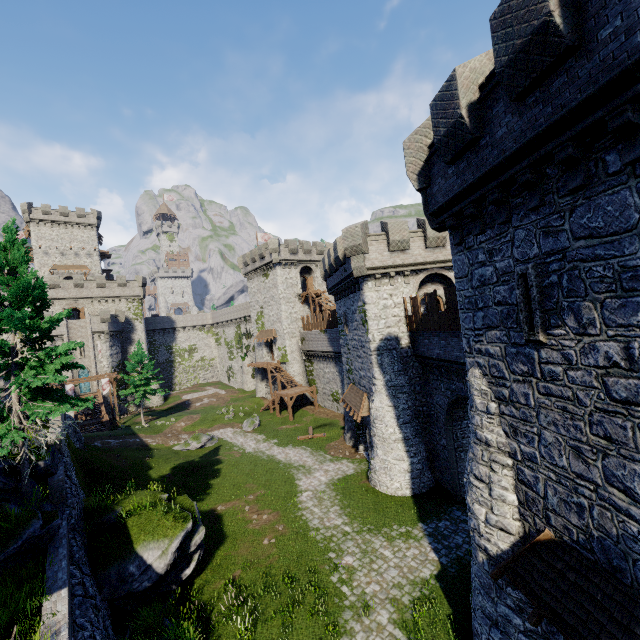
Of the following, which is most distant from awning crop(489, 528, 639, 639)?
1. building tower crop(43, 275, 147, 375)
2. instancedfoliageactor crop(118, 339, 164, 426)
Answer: building tower crop(43, 275, 147, 375)

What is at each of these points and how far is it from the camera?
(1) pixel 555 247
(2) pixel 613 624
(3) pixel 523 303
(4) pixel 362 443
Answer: (1) building, 6.9m
(2) awning, 6.1m
(3) window slit, 7.9m
(4) building, 27.0m

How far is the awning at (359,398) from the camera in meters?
22.4 m

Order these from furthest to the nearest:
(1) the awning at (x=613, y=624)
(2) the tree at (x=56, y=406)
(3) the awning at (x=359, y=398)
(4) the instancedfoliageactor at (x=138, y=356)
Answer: (4) the instancedfoliageactor at (x=138, y=356) → (3) the awning at (x=359, y=398) → (2) the tree at (x=56, y=406) → (1) the awning at (x=613, y=624)

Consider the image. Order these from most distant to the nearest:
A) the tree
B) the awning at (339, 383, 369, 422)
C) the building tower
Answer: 1. the building tower
2. the awning at (339, 383, 369, 422)
3. the tree

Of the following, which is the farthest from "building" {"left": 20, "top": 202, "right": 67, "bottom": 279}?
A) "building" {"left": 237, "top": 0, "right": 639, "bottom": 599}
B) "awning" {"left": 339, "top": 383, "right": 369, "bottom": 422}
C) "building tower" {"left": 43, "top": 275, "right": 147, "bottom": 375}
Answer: "awning" {"left": 339, "top": 383, "right": 369, "bottom": 422}

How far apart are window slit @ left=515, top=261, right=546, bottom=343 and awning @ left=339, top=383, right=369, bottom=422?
15.4m

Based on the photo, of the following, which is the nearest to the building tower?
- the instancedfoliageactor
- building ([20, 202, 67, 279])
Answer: building ([20, 202, 67, 279])
